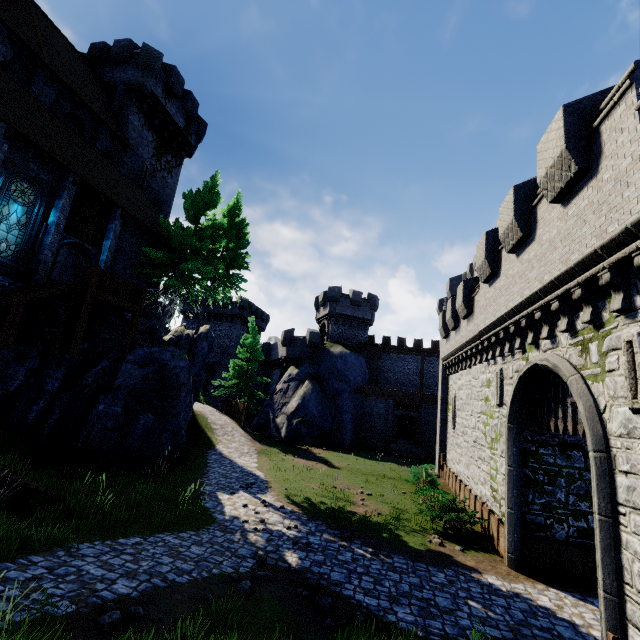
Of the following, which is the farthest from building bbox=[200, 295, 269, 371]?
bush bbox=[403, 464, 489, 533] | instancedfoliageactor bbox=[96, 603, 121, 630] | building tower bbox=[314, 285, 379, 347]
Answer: instancedfoliageactor bbox=[96, 603, 121, 630]

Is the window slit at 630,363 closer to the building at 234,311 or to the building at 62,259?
the building at 62,259

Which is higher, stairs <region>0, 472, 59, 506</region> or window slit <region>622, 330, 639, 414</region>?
window slit <region>622, 330, 639, 414</region>

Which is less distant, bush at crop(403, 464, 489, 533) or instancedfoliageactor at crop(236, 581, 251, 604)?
instancedfoliageactor at crop(236, 581, 251, 604)

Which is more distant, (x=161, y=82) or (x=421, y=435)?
(x=421, y=435)

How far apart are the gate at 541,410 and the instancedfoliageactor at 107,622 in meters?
9.8 m

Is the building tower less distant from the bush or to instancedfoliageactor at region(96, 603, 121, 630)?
the bush

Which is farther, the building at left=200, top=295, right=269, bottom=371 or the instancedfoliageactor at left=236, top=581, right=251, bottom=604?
the building at left=200, top=295, right=269, bottom=371
